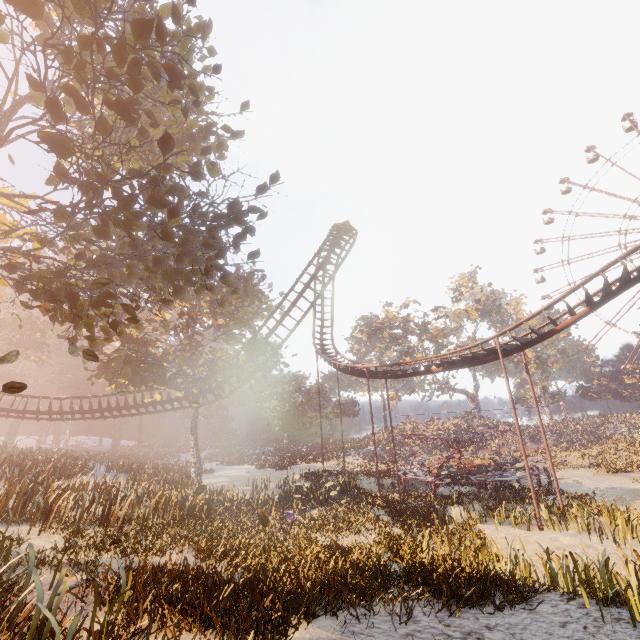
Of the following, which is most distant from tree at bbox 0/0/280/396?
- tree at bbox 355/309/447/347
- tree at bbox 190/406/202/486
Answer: tree at bbox 355/309/447/347

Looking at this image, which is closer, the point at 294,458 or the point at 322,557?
the point at 322,557

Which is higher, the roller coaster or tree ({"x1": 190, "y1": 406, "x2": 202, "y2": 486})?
the roller coaster

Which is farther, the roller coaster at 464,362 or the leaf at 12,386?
the roller coaster at 464,362

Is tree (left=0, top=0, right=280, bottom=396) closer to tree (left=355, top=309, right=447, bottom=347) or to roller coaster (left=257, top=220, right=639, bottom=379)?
roller coaster (left=257, top=220, right=639, bottom=379)

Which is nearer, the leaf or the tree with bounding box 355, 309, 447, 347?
the leaf

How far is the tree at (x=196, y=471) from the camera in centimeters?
2480cm

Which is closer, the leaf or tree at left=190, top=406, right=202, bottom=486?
the leaf
